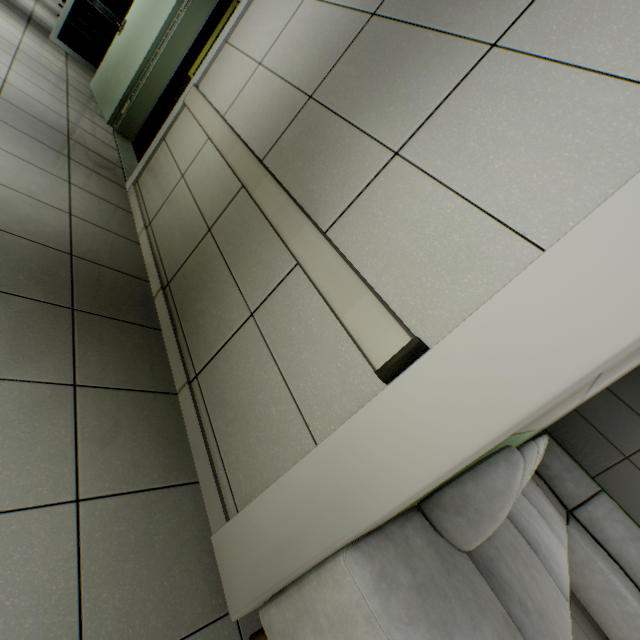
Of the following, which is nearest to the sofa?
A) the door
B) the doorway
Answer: the door

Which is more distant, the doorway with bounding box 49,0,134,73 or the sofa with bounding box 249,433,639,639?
the doorway with bounding box 49,0,134,73

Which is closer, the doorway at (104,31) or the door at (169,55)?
the door at (169,55)

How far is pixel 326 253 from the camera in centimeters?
134cm

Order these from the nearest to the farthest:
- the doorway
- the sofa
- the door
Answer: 1. the sofa
2. the door
3. the doorway

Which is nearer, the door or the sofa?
the sofa

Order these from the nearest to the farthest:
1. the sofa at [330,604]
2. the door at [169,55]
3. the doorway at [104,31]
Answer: the sofa at [330,604], the door at [169,55], the doorway at [104,31]
